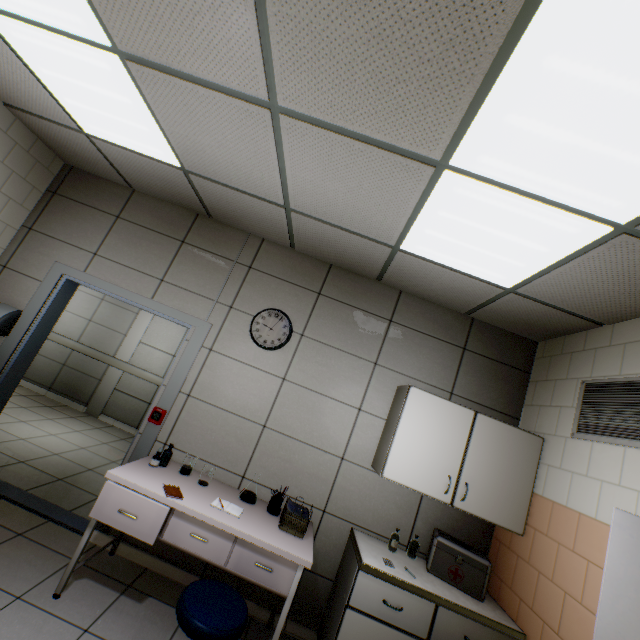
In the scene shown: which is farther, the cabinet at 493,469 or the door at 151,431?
the door at 151,431

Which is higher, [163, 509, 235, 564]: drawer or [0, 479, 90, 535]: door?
[163, 509, 235, 564]: drawer

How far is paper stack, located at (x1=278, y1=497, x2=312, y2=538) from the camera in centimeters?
250cm

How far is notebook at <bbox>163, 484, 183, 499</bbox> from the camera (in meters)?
2.32

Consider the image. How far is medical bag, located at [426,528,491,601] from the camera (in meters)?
2.48

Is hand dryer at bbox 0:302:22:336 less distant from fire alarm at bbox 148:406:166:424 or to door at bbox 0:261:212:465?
door at bbox 0:261:212:465

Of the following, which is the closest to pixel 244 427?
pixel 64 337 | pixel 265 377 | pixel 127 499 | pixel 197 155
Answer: pixel 265 377

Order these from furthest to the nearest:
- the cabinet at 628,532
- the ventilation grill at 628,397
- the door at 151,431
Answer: the door at 151,431
the ventilation grill at 628,397
the cabinet at 628,532
